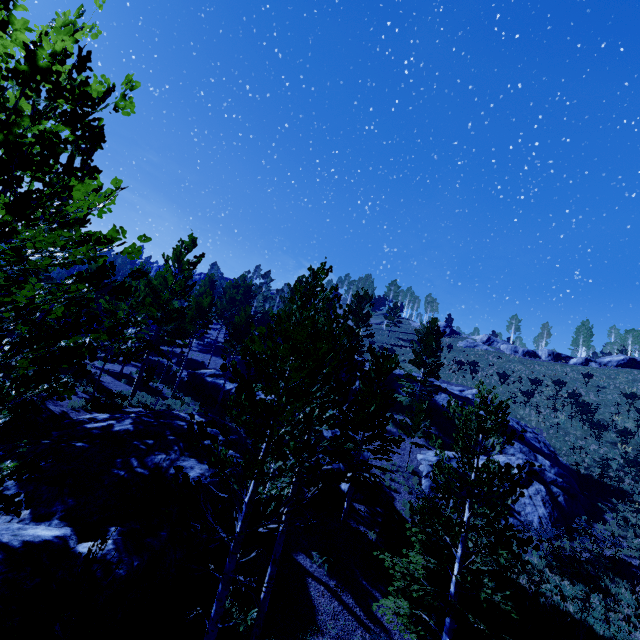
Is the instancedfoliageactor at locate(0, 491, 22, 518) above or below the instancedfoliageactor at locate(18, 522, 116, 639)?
above

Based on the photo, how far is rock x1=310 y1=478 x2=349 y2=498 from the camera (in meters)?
17.53

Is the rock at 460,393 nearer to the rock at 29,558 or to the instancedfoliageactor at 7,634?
the instancedfoliageactor at 7,634

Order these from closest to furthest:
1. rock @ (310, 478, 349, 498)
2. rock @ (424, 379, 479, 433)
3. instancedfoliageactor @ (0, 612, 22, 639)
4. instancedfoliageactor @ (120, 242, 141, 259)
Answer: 1. instancedfoliageactor @ (0, 612, 22, 639)
2. instancedfoliageactor @ (120, 242, 141, 259)
3. rock @ (310, 478, 349, 498)
4. rock @ (424, 379, 479, 433)

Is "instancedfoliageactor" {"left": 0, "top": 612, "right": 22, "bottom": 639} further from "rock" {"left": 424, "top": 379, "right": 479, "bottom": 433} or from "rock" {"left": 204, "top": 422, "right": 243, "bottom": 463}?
"rock" {"left": 424, "top": 379, "right": 479, "bottom": 433}

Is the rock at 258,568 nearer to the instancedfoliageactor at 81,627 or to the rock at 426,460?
the instancedfoliageactor at 81,627

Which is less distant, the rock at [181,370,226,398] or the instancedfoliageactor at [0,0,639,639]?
the instancedfoliageactor at [0,0,639,639]

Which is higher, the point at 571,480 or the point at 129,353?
the point at 129,353
